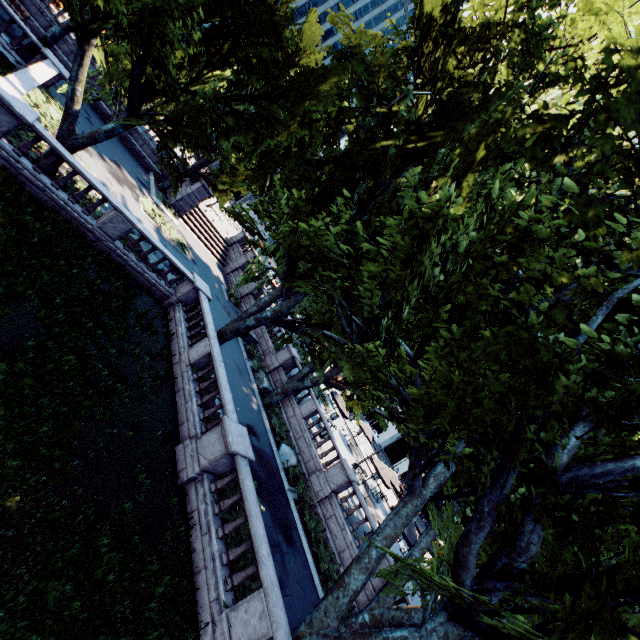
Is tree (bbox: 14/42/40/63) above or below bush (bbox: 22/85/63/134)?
above

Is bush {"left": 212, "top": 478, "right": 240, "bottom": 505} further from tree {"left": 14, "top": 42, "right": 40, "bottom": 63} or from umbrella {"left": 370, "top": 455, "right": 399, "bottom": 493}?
umbrella {"left": 370, "top": 455, "right": 399, "bottom": 493}

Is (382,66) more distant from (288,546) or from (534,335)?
(288,546)

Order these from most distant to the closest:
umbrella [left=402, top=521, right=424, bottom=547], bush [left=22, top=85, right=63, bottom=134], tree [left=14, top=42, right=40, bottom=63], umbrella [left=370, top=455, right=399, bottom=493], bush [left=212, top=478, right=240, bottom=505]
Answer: umbrella [left=370, top=455, right=399, bottom=493] < umbrella [left=402, top=521, right=424, bottom=547] < tree [left=14, top=42, right=40, bottom=63] < bush [left=22, top=85, right=63, bottom=134] < bush [left=212, top=478, right=240, bottom=505]

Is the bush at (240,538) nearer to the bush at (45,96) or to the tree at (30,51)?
the tree at (30,51)

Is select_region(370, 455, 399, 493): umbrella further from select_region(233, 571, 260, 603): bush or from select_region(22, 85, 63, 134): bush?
select_region(22, 85, 63, 134): bush

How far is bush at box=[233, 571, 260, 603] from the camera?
9.34m

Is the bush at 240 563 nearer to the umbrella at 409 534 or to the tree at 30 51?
the tree at 30 51
